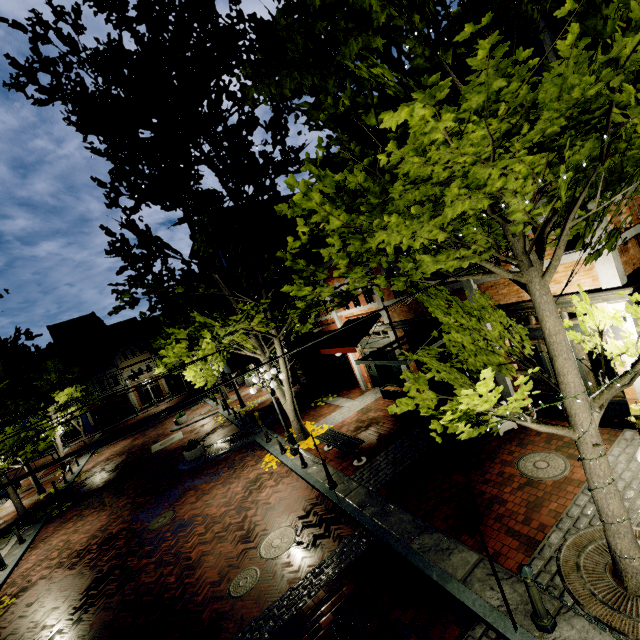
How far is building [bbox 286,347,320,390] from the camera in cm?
1983

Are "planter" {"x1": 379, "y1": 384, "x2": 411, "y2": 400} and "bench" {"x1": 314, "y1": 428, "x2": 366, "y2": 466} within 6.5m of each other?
yes

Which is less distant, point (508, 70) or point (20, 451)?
point (508, 70)

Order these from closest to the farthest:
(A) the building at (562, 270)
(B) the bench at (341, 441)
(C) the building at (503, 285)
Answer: (A) the building at (562, 270) < (C) the building at (503, 285) < (B) the bench at (341, 441)

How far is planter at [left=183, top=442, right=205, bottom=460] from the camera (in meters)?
15.85

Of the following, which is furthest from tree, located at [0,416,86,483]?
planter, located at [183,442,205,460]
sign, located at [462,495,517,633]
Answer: planter, located at [183,442,205,460]

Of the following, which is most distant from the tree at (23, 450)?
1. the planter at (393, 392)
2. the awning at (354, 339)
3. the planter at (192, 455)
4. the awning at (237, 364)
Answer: the planter at (192, 455)

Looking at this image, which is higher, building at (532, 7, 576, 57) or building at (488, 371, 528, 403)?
building at (532, 7, 576, 57)
